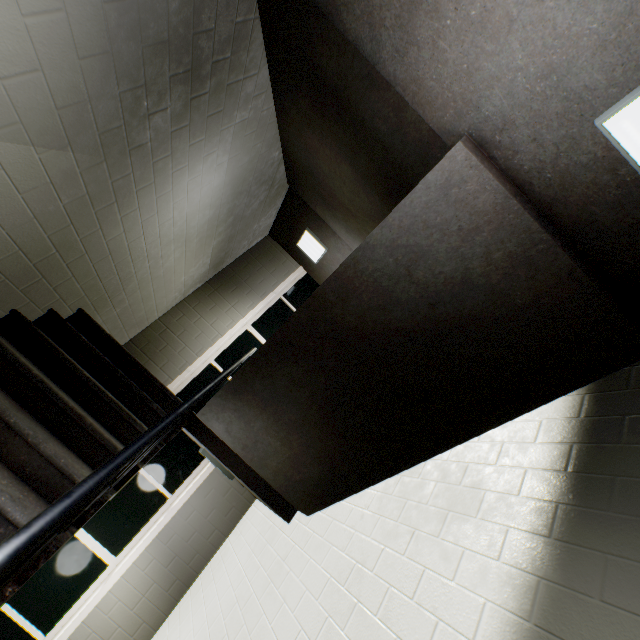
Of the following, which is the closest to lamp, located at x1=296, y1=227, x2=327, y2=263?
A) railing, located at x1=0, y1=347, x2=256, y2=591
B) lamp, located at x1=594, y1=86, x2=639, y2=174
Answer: railing, located at x1=0, y1=347, x2=256, y2=591

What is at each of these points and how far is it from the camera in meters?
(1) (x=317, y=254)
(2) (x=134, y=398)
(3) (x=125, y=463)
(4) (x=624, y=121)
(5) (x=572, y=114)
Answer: (1) lamp, 5.7
(2) stairs, 2.8
(3) railing, 1.1
(4) lamp, 1.2
(5) stairs, 1.4

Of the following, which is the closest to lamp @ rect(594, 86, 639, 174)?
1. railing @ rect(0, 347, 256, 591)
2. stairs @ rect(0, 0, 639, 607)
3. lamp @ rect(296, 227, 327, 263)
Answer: stairs @ rect(0, 0, 639, 607)

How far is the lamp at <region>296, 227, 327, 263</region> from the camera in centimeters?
549cm

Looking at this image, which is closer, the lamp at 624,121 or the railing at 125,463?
the railing at 125,463

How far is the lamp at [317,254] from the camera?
5.49m

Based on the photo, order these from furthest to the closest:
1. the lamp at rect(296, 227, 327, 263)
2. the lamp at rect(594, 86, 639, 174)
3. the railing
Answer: the lamp at rect(296, 227, 327, 263) < the lamp at rect(594, 86, 639, 174) < the railing

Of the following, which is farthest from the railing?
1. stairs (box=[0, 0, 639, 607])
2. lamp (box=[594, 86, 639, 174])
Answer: → lamp (box=[594, 86, 639, 174])
